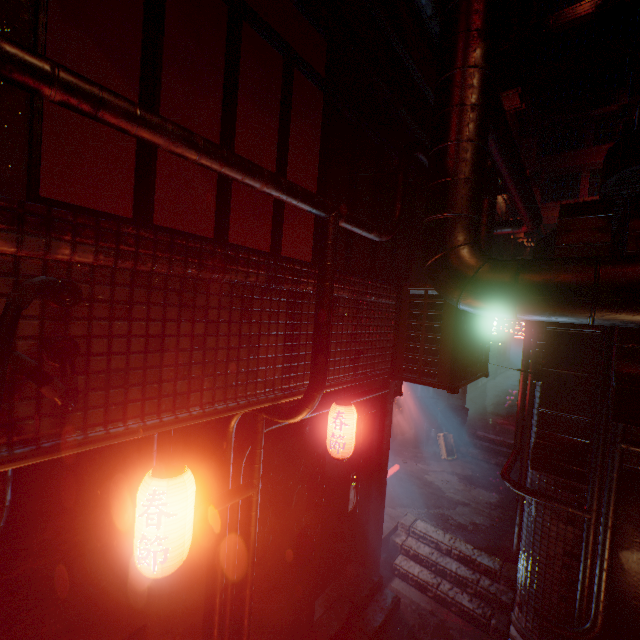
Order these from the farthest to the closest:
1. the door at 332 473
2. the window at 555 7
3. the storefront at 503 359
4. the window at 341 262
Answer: the window at 555 7 → the storefront at 503 359 → the door at 332 473 → the window at 341 262

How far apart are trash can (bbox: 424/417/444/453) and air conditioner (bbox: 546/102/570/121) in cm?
2249

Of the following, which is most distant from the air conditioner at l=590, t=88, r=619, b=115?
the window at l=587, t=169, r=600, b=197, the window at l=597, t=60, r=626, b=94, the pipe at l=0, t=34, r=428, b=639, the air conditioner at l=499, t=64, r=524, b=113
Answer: the pipe at l=0, t=34, r=428, b=639

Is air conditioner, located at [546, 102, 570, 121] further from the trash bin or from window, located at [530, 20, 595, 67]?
the trash bin

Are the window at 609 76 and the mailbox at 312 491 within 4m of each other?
no

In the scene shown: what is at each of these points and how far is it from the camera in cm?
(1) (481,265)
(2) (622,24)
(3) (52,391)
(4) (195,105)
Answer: (1) air duct, 171
(2) window, 1848
(3) air conditioner, 94
(4) window, 184

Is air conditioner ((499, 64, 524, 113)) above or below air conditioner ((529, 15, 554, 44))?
below

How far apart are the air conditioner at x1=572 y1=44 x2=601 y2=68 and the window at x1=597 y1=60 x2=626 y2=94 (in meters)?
0.62
